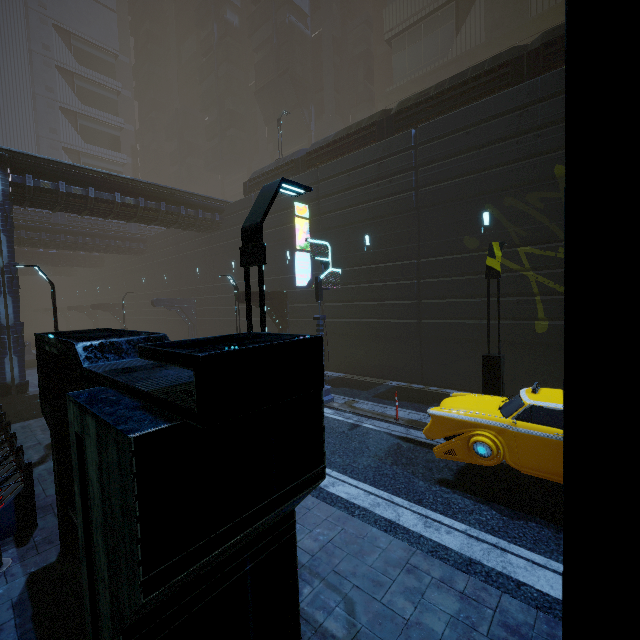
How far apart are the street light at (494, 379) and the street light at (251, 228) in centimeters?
666cm

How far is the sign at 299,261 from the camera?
18.0m

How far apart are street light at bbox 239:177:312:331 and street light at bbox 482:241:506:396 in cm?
666

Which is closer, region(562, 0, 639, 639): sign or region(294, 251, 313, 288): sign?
region(562, 0, 639, 639): sign

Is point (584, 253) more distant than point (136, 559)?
No

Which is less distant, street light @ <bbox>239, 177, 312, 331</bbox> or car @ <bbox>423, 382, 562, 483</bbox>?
street light @ <bbox>239, 177, 312, 331</bbox>

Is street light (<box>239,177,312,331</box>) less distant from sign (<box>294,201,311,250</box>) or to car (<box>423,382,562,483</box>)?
car (<box>423,382,562,483</box>)

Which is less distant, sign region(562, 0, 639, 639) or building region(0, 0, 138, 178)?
sign region(562, 0, 639, 639)
